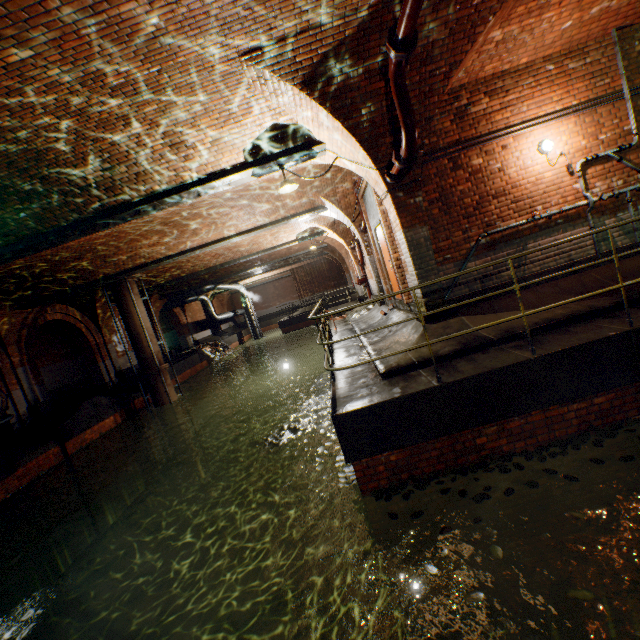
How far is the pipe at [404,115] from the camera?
4.25m

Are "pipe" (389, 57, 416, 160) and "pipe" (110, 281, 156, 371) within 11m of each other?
no

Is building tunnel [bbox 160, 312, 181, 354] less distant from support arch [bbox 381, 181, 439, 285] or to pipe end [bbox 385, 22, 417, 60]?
support arch [bbox 381, 181, 439, 285]

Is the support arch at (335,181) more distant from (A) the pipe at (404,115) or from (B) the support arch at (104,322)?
(B) the support arch at (104,322)

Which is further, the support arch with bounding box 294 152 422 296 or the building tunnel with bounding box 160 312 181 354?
the building tunnel with bounding box 160 312 181 354

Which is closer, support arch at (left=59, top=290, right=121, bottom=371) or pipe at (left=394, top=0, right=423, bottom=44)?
pipe at (left=394, top=0, right=423, bottom=44)

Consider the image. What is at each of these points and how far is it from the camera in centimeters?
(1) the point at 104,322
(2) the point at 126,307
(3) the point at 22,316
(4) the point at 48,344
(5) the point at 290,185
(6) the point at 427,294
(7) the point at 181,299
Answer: (1) support arch, 1708cm
(2) pipe, 1385cm
(3) support arch, 1229cm
(4) building tunnel, 1705cm
(5) ceiling light, 670cm
(6) support arch, 615cm
(7) pipe, 2384cm

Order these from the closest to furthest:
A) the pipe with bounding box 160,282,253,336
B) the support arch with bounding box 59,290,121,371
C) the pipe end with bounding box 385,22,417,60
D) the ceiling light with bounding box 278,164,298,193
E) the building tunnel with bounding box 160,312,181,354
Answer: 1. the pipe end with bounding box 385,22,417,60
2. the ceiling light with bounding box 278,164,298,193
3. the support arch with bounding box 59,290,121,371
4. the pipe with bounding box 160,282,253,336
5. the building tunnel with bounding box 160,312,181,354
